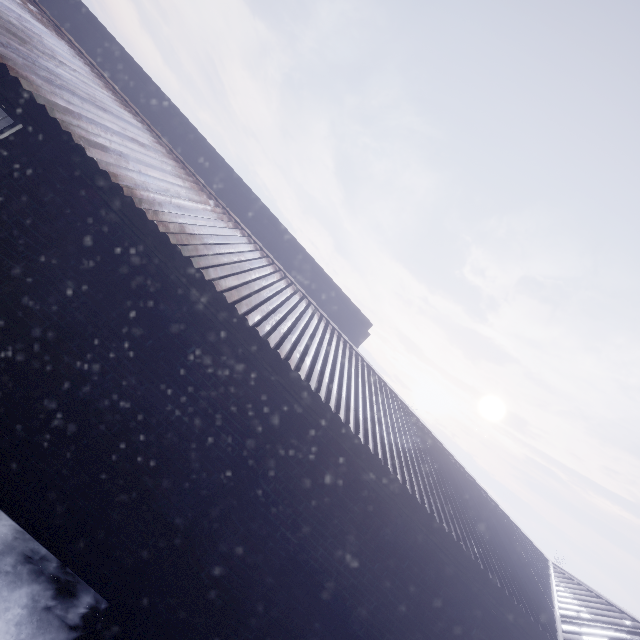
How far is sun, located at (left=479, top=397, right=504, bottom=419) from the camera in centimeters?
5869cm

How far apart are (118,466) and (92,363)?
0.9m

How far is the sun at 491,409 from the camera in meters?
58.7 m
